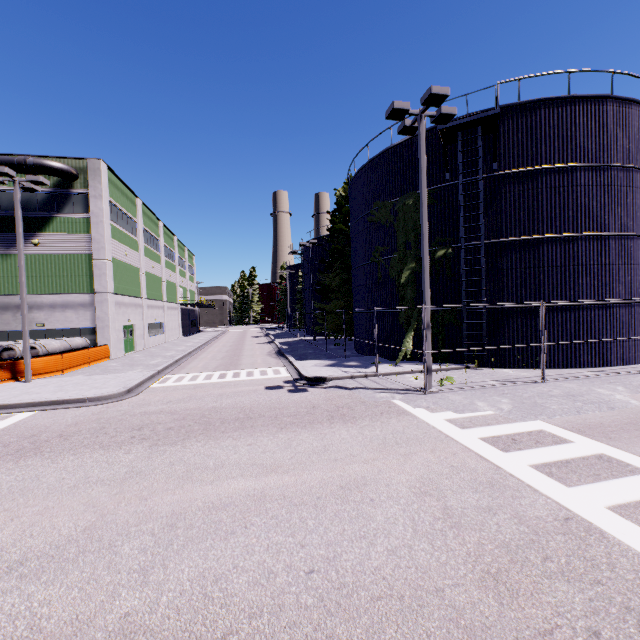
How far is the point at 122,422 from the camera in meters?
9.8 m

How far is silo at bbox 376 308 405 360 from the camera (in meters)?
18.22

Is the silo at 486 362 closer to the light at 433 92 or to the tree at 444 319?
the tree at 444 319

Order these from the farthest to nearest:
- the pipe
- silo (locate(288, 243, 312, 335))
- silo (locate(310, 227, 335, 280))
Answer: silo (locate(288, 243, 312, 335))
silo (locate(310, 227, 335, 280))
the pipe

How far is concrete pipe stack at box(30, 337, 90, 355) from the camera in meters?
18.5 m

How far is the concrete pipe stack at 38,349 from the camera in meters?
18.5 m

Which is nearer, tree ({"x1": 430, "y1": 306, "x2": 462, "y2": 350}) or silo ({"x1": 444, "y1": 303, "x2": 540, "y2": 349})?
silo ({"x1": 444, "y1": 303, "x2": 540, "y2": 349})
